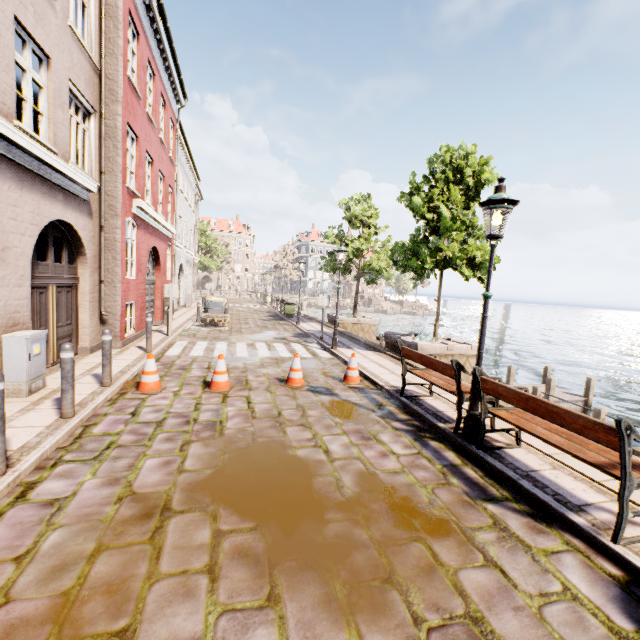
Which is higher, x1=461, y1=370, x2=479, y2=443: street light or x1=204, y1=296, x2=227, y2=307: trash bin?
x1=204, y1=296, x2=227, y2=307: trash bin

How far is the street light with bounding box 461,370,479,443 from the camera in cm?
479

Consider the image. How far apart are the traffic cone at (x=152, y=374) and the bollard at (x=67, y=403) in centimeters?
132cm

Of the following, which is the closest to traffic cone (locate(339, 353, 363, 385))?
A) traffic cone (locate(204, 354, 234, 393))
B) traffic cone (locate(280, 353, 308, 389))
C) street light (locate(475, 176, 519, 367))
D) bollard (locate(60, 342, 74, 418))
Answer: traffic cone (locate(280, 353, 308, 389))

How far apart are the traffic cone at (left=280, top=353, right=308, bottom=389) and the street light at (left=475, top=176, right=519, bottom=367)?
3.5 meters

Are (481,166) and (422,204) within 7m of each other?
yes

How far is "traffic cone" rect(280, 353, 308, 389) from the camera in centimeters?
726cm

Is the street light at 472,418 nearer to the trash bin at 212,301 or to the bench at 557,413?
the bench at 557,413
